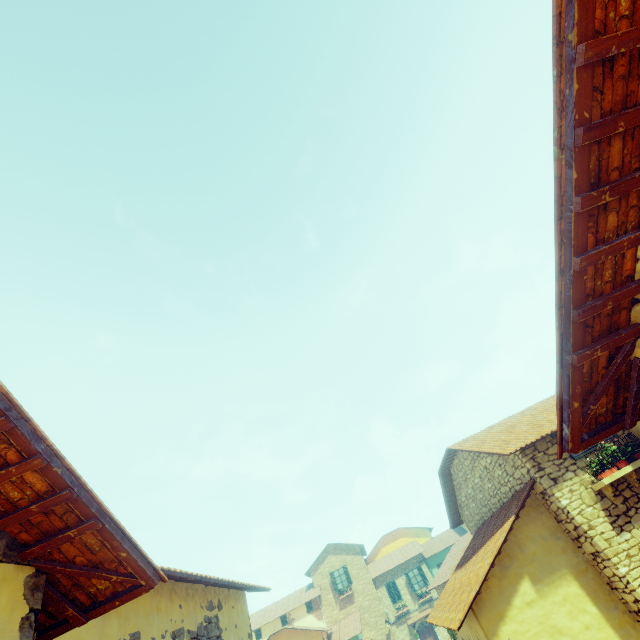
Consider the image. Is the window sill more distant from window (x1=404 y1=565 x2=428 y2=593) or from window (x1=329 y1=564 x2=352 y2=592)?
window (x1=404 y1=565 x2=428 y2=593)

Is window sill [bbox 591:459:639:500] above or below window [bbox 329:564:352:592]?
below

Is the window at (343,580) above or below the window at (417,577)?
above

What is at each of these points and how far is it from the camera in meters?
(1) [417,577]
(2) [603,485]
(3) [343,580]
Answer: (1) window, 31.5 m
(2) window sill, 6.6 m
(3) window, 31.5 m

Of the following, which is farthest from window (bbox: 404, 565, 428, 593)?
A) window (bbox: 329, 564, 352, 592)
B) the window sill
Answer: the window sill

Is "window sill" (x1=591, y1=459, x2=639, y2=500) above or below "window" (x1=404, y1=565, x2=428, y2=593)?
below

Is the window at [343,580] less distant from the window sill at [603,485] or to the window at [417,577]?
the window sill at [603,485]
